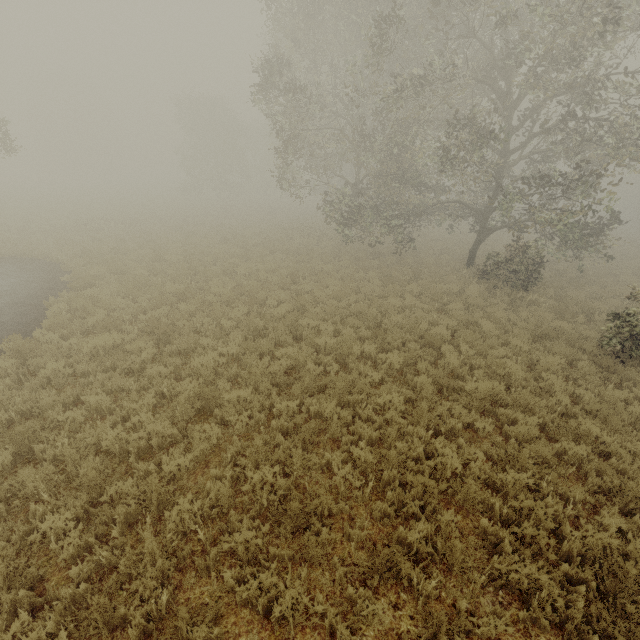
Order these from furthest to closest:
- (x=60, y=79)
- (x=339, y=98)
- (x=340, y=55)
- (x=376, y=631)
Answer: (x=60, y=79)
(x=339, y=98)
(x=340, y=55)
(x=376, y=631)
